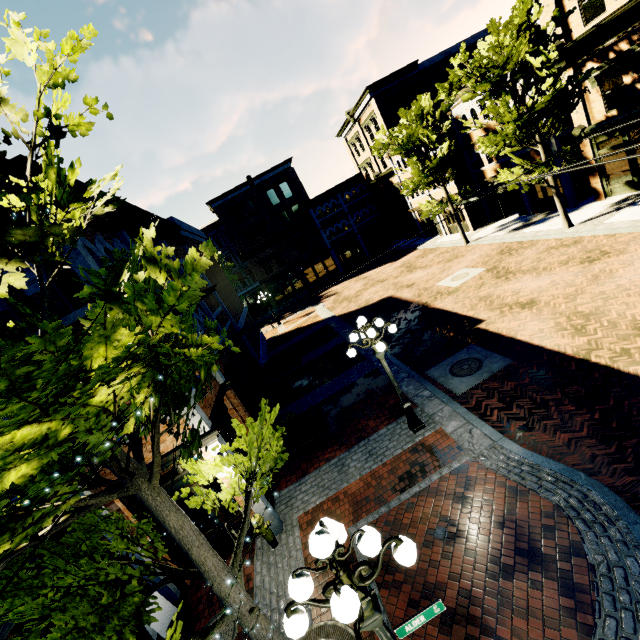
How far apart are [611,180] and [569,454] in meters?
18.3 m

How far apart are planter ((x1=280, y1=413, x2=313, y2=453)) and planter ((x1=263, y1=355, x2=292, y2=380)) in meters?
6.9

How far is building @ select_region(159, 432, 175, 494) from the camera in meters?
7.3 m

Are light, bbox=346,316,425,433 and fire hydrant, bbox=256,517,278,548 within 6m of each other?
yes

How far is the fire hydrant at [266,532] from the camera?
7.7m

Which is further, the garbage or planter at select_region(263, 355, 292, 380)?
planter at select_region(263, 355, 292, 380)

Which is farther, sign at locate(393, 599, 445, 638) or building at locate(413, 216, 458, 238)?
building at locate(413, 216, 458, 238)

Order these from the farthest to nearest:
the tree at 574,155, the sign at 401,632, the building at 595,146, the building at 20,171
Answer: the tree at 574,155 < the building at 595,146 < the building at 20,171 < the sign at 401,632
